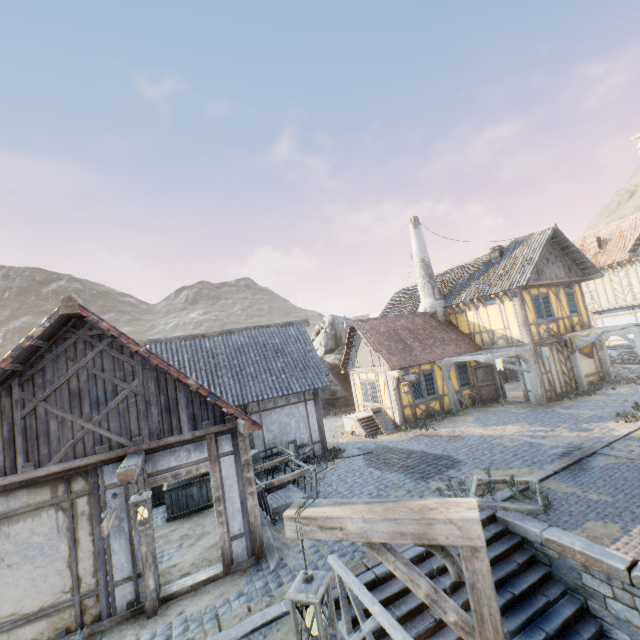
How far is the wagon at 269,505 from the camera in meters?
8.7 m

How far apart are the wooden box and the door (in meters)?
13.77

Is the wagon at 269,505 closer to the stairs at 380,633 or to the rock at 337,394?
the stairs at 380,633

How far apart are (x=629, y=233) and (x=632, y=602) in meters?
25.6 m

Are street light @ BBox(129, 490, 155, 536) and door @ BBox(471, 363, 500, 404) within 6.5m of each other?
no

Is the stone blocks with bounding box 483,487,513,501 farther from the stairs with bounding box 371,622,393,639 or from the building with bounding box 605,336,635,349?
the building with bounding box 605,336,635,349

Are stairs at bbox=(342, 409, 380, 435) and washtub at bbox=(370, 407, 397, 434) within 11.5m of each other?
yes

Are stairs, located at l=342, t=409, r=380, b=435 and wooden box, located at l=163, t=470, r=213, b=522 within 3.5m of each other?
no
